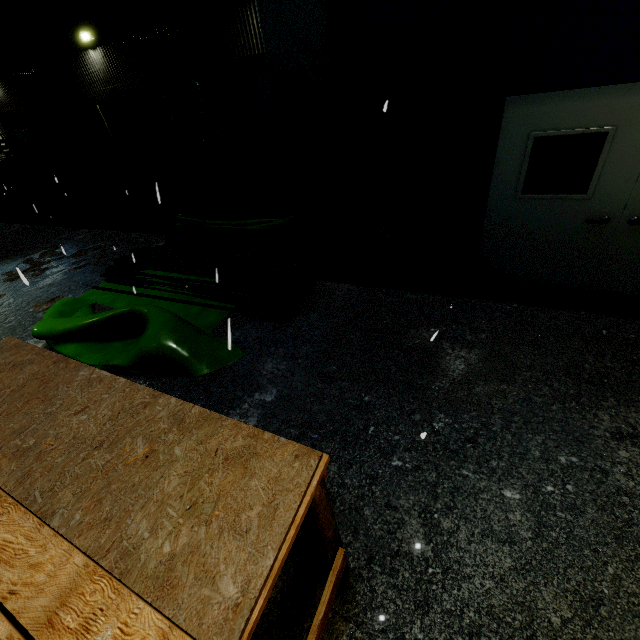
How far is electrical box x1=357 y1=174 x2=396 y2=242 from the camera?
4.68m

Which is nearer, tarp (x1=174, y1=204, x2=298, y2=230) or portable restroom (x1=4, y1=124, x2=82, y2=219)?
tarp (x1=174, y1=204, x2=298, y2=230)

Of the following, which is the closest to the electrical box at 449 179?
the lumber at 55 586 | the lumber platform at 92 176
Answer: the lumber at 55 586

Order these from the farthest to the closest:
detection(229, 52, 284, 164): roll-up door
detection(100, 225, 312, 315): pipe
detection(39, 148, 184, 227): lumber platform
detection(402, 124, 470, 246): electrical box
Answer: detection(229, 52, 284, 164): roll-up door
detection(39, 148, 184, 227): lumber platform
detection(100, 225, 312, 315): pipe
detection(402, 124, 470, 246): electrical box

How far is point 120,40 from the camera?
12.99m

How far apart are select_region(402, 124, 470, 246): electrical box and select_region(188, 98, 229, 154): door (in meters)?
11.34

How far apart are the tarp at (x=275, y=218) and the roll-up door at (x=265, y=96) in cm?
503
